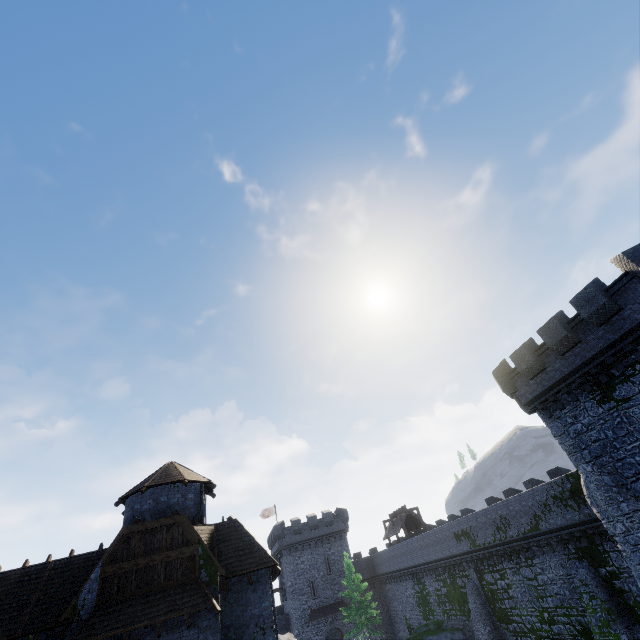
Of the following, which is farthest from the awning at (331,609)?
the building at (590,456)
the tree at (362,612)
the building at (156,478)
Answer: the building at (590,456)

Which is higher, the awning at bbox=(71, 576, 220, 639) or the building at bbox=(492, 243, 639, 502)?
the building at bbox=(492, 243, 639, 502)

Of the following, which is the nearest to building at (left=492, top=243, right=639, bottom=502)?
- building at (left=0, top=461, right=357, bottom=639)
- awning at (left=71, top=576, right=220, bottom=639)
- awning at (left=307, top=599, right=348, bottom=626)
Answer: building at (left=0, top=461, right=357, bottom=639)

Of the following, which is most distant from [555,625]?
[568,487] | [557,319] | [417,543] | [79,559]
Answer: [79,559]

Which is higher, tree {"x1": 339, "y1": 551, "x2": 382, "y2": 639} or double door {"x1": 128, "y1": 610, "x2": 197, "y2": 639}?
double door {"x1": 128, "y1": 610, "x2": 197, "y2": 639}

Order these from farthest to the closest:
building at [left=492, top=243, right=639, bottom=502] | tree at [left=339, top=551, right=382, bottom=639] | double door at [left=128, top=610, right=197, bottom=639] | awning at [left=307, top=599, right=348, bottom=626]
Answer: awning at [left=307, top=599, right=348, bottom=626] → tree at [left=339, top=551, right=382, bottom=639] → building at [left=492, top=243, right=639, bottom=502] → double door at [left=128, top=610, right=197, bottom=639]

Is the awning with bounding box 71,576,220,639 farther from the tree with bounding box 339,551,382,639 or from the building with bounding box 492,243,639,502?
the tree with bounding box 339,551,382,639

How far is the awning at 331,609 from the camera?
42.0 meters
